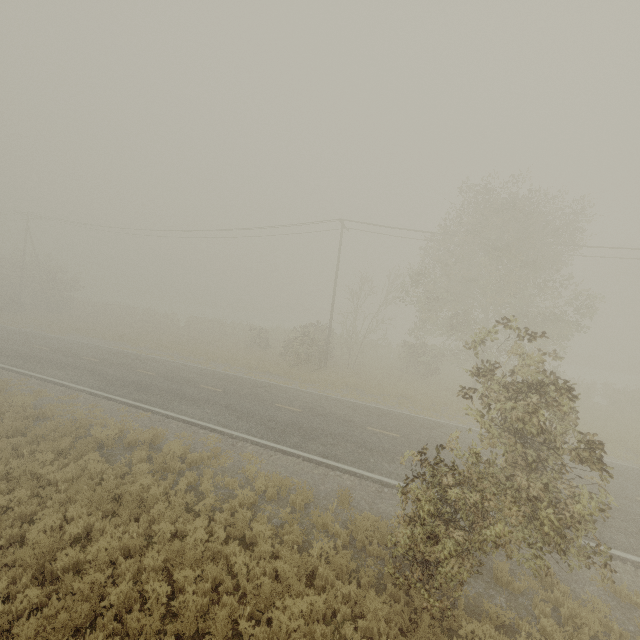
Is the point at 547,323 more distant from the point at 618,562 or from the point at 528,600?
the point at 528,600
